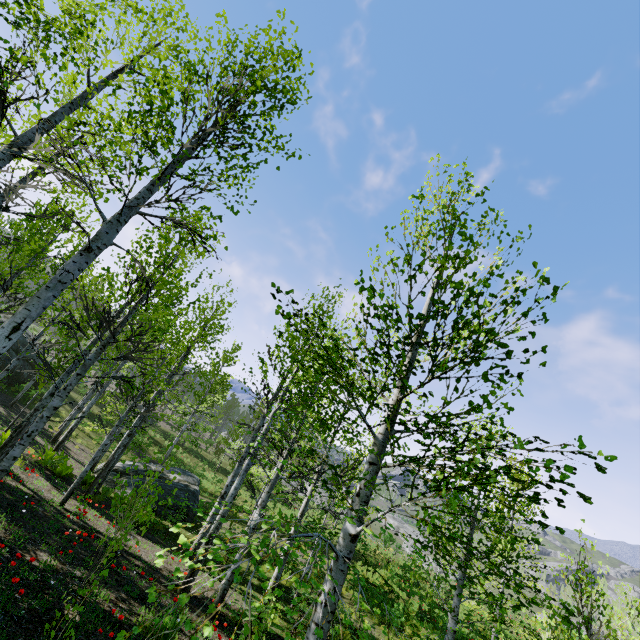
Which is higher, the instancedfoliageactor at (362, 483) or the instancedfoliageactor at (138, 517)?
the instancedfoliageactor at (362, 483)

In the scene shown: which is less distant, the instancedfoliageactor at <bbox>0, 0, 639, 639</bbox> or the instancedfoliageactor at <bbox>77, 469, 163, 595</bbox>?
the instancedfoliageactor at <bbox>0, 0, 639, 639</bbox>

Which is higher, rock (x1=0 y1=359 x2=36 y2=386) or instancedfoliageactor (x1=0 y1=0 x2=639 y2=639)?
instancedfoliageactor (x1=0 y1=0 x2=639 y2=639)

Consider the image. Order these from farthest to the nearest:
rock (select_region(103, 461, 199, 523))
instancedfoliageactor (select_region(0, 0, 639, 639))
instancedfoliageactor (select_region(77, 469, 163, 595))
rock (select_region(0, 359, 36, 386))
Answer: rock (select_region(0, 359, 36, 386)) < rock (select_region(103, 461, 199, 523)) < instancedfoliageactor (select_region(77, 469, 163, 595)) < instancedfoliageactor (select_region(0, 0, 639, 639))

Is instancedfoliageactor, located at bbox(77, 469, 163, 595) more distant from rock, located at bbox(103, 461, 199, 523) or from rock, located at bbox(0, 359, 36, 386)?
rock, located at bbox(0, 359, 36, 386)

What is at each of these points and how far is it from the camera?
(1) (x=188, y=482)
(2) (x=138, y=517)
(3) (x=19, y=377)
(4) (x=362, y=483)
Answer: (1) rock, 17.5m
(2) instancedfoliageactor, 5.9m
(3) rock, 22.6m
(4) instancedfoliageactor, 4.3m

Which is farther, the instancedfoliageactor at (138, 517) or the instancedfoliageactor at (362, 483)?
the instancedfoliageactor at (138, 517)
